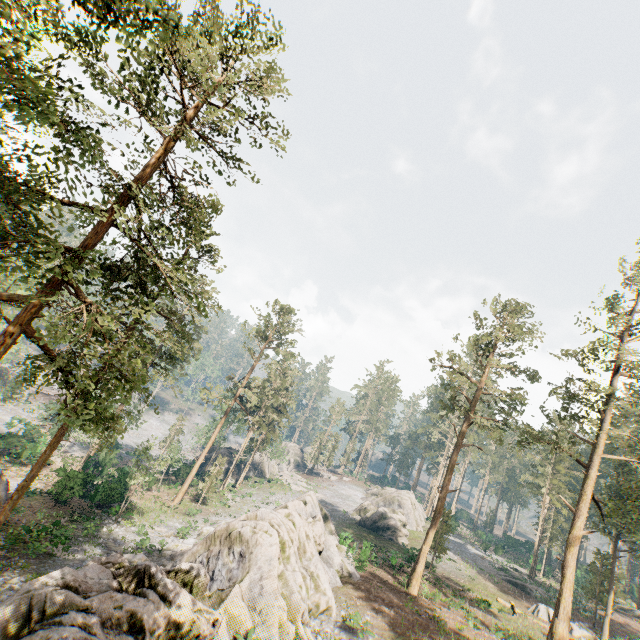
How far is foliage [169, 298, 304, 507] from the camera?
38.78m

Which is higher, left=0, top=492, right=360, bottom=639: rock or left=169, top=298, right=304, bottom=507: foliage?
left=169, top=298, right=304, bottom=507: foliage

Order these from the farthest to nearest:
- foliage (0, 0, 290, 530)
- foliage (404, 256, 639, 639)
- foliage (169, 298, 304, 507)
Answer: foliage (169, 298, 304, 507) < foliage (404, 256, 639, 639) < foliage (0, 0, 290, 530)

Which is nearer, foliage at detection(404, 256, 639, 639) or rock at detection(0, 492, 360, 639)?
rock at detection(0, 492, 360, 639)

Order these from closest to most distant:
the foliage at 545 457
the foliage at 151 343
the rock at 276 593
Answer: the foliage at 151 343, the rock at 276 593, the foliage at 545 457

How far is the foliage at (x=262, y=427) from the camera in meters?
38.8

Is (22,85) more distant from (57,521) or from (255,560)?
(57,521)

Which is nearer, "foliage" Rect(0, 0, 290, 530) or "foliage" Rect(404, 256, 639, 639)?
"foliage" Rect(0, 0, 290, 530)
